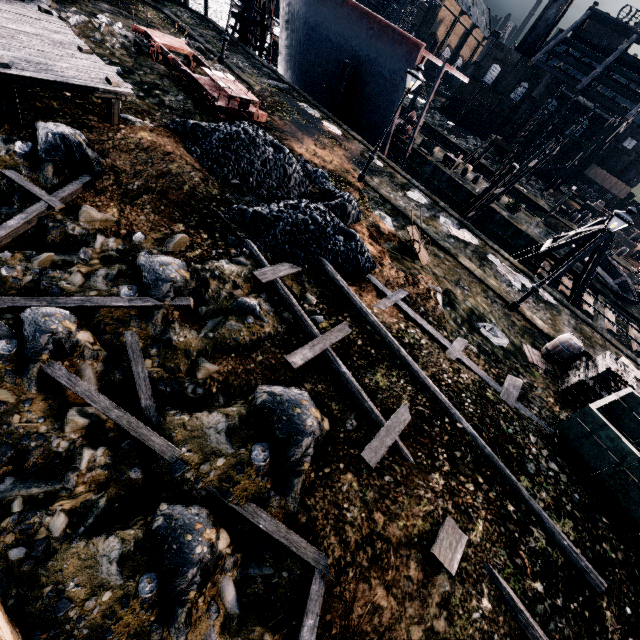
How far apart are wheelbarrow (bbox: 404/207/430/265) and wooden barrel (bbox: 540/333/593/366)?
6.2 meters

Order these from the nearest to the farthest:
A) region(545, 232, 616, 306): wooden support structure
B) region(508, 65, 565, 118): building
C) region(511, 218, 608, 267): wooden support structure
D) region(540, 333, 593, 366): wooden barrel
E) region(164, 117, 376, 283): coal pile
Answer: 1. region(164, 117, 376, 283): coal pile
2. region(540, 333, 593, 366): wooden barrel
3. region(545, 232, 616, 306): wooden support structure
4. region(511, 218, 608, 267): wooden support structure
5. region(508, 65, 565, 118): building

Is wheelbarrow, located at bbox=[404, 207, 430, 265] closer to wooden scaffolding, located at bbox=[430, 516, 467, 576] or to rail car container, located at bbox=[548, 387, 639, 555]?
rail car container, located at bbox=[548, 387, 639, 555]

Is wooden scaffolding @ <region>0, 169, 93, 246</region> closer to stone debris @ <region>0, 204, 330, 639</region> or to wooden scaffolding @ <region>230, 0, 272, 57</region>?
stone debris @ <region>0, 204, 330, 639</region>

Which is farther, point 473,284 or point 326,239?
point 473,284

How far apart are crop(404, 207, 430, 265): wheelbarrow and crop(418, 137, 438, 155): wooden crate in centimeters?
2505cm

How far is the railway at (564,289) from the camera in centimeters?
2323cm

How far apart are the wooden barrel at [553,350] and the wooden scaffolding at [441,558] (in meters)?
10.31
